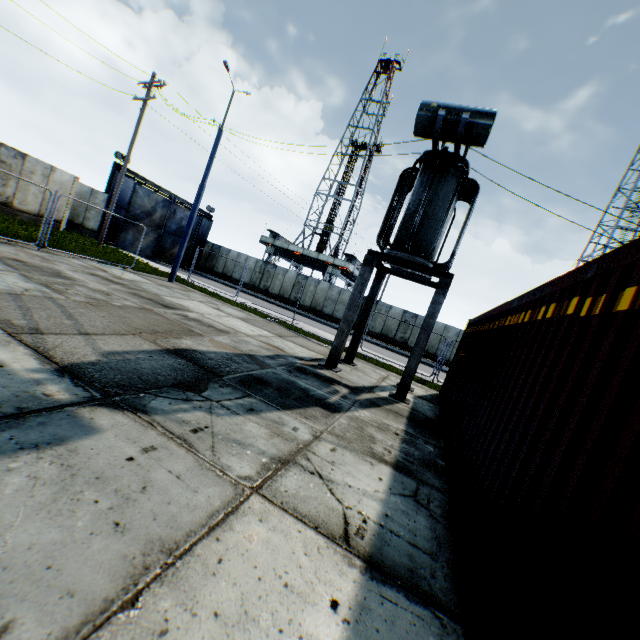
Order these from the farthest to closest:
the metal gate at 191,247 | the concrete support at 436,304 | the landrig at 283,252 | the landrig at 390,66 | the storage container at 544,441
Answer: the landrig at 390,66 < the landrig at 283,252 < the metal gate at 191,247 < the concrete support at 436,304 < the storage container at 544,441

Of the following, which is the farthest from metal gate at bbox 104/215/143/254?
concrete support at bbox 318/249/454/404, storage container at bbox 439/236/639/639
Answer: storage container at bbox 439/236/639/639

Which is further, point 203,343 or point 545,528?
point 203,343

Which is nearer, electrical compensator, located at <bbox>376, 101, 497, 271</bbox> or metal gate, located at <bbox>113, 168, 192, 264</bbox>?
electrical compensator, located at <bbox>376, 101, 497, 271</bbox>

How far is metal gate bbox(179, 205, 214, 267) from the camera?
32.6m

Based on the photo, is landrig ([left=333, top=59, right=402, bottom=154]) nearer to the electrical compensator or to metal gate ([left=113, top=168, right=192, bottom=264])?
metal gate ([left=113, top=168, right=192, bottom=264])

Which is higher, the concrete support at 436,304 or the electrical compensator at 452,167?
the electrical compensator at 452,167

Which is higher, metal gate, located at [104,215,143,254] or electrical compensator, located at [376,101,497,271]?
electrical compensator, located at [376,101,497,271]
